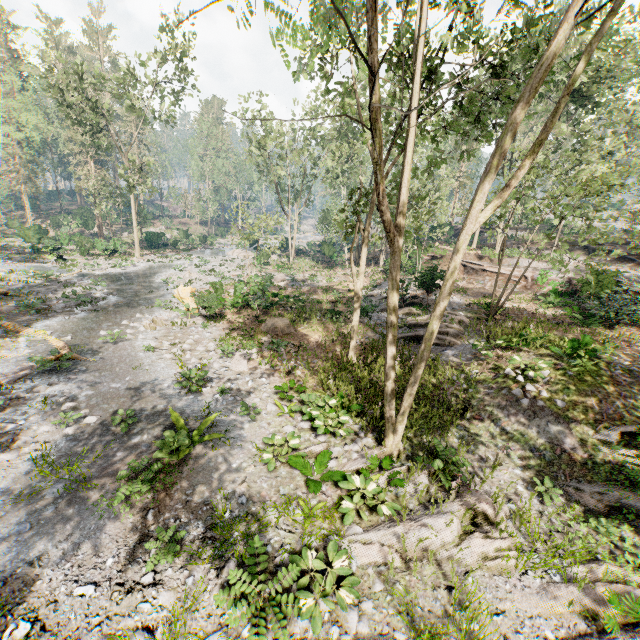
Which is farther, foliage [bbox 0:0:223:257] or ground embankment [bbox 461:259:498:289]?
foliage [bbox 0:0:223:257]

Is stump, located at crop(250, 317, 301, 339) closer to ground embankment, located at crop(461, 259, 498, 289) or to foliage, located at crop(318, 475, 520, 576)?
foliage, located at crop(318, 475, 520, 576)

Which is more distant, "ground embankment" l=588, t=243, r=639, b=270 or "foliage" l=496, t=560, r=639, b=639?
"ground embankment" l=588, t=243, r=639, b=270

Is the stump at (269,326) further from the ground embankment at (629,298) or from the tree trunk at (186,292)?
the ground embankment at (629,298)

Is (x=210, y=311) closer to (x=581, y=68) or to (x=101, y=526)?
(x=101, y=526)

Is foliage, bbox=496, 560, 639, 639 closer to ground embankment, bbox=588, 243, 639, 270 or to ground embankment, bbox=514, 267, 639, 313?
ground embankment, bbox=588, 243, 639, 270

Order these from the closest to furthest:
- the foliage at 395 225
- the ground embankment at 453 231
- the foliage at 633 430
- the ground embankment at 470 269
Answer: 1. the foliage at 395 225
2. the foliage at 633 430
3. the ground embankment at 470 269
4. the ground embankment at 453 231
